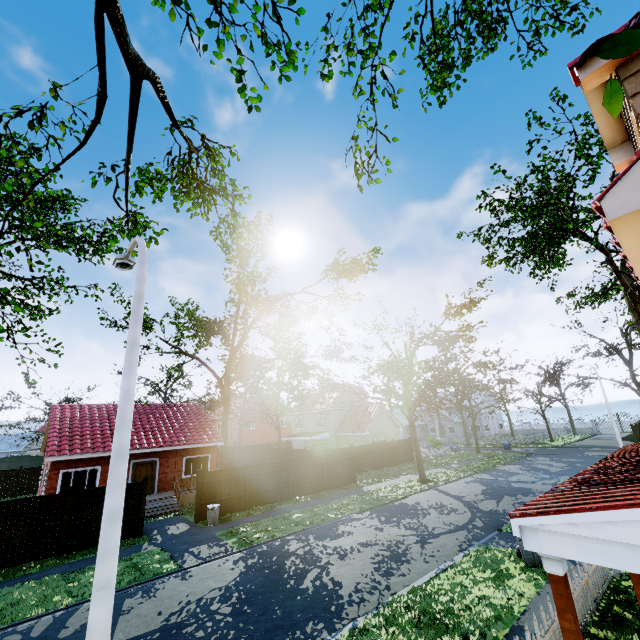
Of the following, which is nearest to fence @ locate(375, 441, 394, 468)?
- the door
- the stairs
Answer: the stairs

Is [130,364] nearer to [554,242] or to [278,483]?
[278,483]

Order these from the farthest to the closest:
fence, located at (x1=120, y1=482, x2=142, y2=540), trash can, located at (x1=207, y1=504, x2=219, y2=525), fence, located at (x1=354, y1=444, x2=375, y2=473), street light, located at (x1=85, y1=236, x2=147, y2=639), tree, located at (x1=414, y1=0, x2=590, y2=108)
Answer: fence, located at (x1=354, y1=444, x2=375, y2=473)
trash can, located at (x1=207, y1=504, x2=219, y2=525)
fence, located at (x1=120, y1=482, x2=142, y2=540)
tree, located at (x1=414, y1=0, x2=590, y2=108)
street light, located at (x1=85, y1=236, x2=147, y2=639)

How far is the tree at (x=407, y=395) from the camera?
22.4 meters

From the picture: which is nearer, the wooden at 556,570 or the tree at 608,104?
the tree at 608,104

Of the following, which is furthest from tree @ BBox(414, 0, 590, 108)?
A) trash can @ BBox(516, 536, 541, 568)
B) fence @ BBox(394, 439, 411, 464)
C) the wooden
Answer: trash can @ BBox(516, 536, 541, 568)

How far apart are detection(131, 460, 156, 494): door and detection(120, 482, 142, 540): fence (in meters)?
6.30
